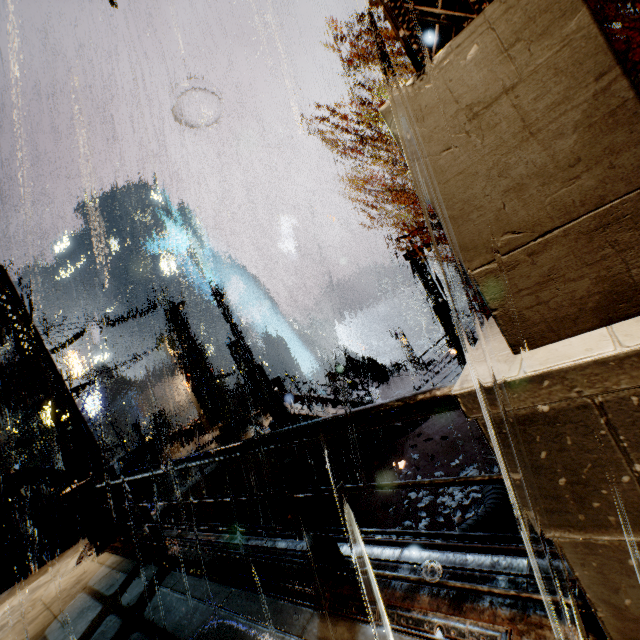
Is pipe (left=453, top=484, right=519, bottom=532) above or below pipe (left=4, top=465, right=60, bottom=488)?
below

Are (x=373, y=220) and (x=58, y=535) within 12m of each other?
no

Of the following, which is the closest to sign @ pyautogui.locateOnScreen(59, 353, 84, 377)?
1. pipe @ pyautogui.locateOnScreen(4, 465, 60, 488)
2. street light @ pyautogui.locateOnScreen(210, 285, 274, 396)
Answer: pipe @ pyautogui.locateOnScreen(4, 465, 60, 488)

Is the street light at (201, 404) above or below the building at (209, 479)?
above

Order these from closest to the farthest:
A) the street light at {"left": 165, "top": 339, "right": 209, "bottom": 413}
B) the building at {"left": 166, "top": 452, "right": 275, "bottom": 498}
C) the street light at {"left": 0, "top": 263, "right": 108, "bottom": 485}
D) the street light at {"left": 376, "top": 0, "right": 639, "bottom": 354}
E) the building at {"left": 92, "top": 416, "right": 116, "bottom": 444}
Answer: the street light at {"left": 376, "top": 0, "right": 639, "bottom": 354}
the street light at {"left": 0, "top": 263, "right": 108, "bottom": 485}
the building at {"left": 166, "top": 452, "right": 275, "bottom": 498}
the street light at {"left": 165, "top": 339, "right": 209, "bottom": 413}
the building at {"left": 92, "top": 416, "right": 116, "bottom": 444}

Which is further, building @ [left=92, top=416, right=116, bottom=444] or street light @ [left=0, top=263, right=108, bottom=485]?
building @ [left=92, top=416, right=116, bottom=444]

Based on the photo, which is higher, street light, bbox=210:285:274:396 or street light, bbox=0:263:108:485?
street light, bbox=0:263:108:485

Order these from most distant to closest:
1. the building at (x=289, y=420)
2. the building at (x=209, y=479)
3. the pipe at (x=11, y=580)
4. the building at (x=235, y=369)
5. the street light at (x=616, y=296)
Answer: the building at (x=235, y=369) < the building at (x=289, y=420) < the building at (x=209, y=479) < the pipe at (x=11, y=580) < the street light at (x=616, y=296)
